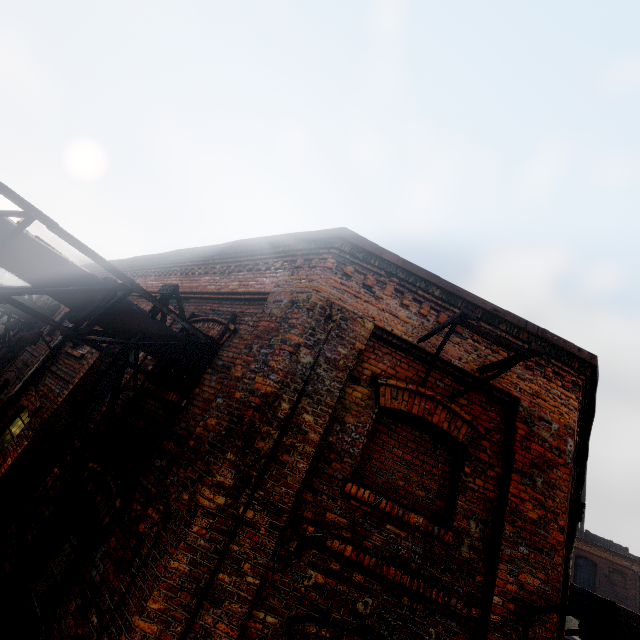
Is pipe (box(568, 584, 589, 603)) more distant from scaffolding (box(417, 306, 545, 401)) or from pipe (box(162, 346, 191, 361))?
pipe (box(162, 346, 191, 361))

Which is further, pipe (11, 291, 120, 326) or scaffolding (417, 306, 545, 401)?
pipe (11, 291, 120, 326)

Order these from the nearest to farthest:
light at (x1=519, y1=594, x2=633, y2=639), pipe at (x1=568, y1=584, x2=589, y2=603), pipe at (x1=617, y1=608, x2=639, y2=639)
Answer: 1. light at (x1=519, y1=594, x2=633, y2=639)
2. pipe at (x1=617, y1=608, x2=639, y2=639)
3. pipe at (x1=568, y1=584, x2=589, y2=603)

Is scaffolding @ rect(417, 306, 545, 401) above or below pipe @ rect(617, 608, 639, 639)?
above

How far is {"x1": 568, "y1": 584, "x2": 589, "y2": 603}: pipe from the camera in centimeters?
909cm

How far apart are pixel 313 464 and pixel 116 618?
2.3m

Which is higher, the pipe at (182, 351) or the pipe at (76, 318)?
the pipe at (182, 351)
